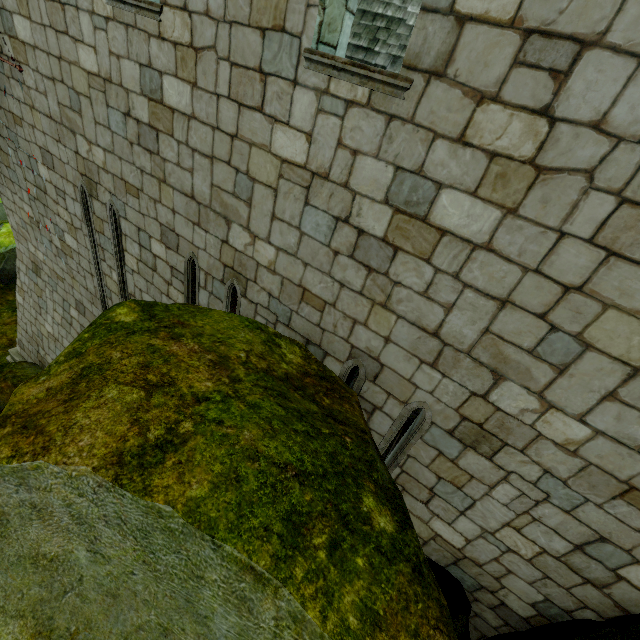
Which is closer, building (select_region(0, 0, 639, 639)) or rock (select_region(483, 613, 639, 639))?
building (select_region(0, 0, 639, 639))

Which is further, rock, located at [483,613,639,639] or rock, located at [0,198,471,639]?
rock, located at [483,613,639,639]

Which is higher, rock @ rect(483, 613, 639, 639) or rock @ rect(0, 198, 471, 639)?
rock @ rect(0, 198, 471, 639)

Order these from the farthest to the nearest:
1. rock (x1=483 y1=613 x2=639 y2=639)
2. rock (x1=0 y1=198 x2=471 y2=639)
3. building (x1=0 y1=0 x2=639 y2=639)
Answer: rock (x1=483 y1=613 x2=639 y2=639) → building (x1=0 y1=0 x2=639 y2=639) → rock (x1=0 y1=198 x2=471 y2=639)

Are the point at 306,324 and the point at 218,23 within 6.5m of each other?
yes

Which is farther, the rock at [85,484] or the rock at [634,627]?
Answer: the rock at [634,627]

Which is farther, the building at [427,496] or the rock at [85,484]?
the building at [427,496]
